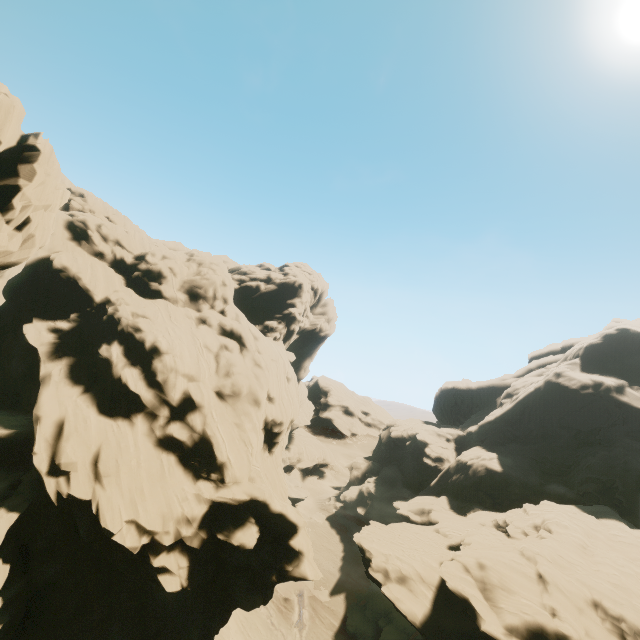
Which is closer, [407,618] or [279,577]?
[279,577]

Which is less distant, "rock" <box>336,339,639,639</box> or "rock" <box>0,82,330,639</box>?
"rock" <box>0,82,330,639</box>

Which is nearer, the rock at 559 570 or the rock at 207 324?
the rock at 207 324
